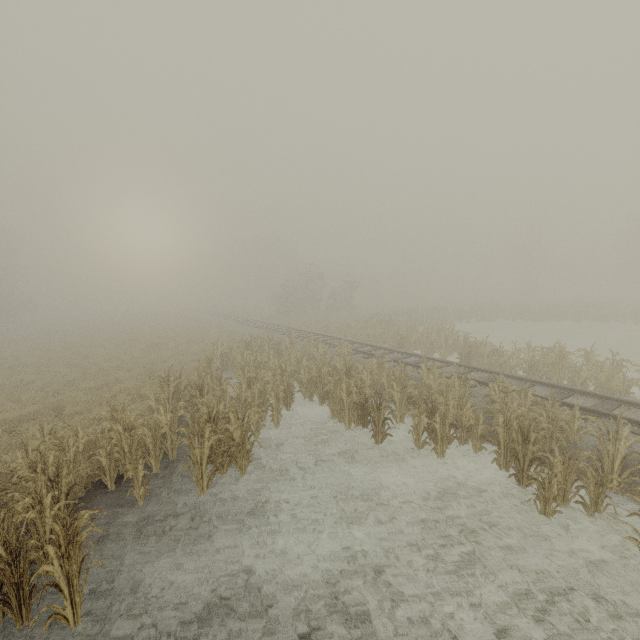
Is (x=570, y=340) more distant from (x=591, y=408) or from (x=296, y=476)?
(x=296, y=476)
